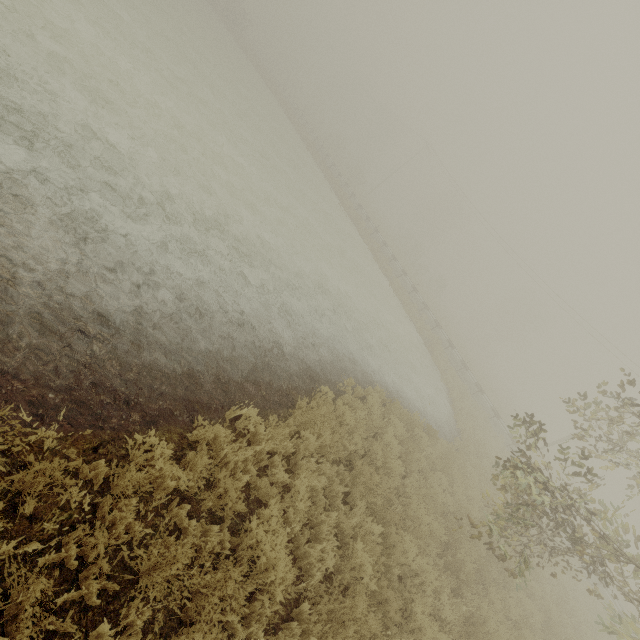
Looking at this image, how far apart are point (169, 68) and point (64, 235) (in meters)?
15.51
